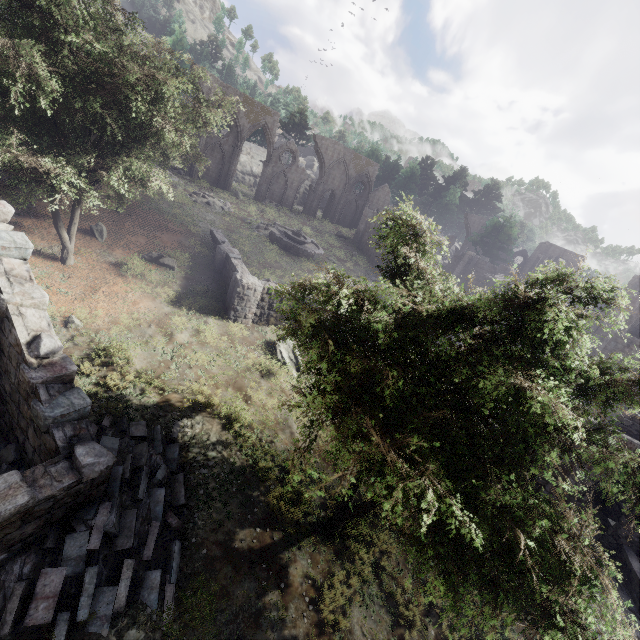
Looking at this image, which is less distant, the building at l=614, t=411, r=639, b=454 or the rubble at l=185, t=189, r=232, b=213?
the building at l=614, t=411, r=639, b=454

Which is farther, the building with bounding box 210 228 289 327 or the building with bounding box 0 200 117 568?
the building with bounding box 210 228 289 327

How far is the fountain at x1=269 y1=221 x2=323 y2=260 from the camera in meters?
29.2 m

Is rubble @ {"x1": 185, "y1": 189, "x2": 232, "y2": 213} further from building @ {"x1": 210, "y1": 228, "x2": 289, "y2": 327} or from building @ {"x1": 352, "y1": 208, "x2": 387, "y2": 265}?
building @ {"x1": 352, "y1": 208, "x2": 387, "y2": 265}

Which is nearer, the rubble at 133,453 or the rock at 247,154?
the rubble at 133,453

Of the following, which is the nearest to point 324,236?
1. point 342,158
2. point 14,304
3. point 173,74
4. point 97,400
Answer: point 342,158

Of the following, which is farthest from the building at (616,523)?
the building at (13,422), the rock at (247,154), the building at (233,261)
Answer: the building at (13,422)

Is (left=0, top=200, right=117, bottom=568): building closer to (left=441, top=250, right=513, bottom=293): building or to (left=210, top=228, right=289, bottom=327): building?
(left=210, top=228, right=289, bottom=327): building
